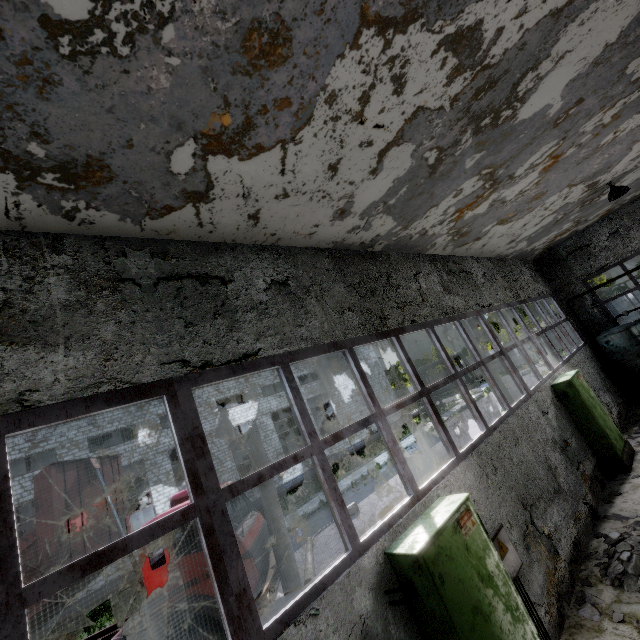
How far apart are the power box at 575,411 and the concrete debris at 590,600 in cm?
429

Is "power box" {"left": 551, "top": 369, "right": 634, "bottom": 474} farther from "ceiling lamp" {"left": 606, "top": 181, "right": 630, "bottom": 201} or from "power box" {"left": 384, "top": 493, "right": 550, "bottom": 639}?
"power box" {"left": 384, "top": 493, "right": 550, "bottom": 639}

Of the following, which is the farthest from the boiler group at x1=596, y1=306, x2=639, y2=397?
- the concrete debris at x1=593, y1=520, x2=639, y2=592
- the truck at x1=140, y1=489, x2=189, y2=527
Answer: the truck at x1=140, y1=489, x2=189, y2=527

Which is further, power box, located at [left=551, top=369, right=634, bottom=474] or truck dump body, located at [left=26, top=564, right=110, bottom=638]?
power box, located at [left=551, top=369, right=634, bottom=474]

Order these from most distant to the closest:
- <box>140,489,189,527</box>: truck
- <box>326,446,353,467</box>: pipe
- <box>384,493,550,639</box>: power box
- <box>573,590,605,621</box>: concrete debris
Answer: <box>326,446,353,467</box>: pipe → <box>140,489,189,527</box>: truck → <box>573,590,605,621</box>: concrete debris → <box>384,493,550,639</box>: power box

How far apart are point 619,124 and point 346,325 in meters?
6.8 m

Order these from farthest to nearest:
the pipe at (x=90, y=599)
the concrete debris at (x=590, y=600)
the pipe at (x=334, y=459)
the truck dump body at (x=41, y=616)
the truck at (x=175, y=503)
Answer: the pipe at (x=334, y=459)
the pipe at (x=90, y=599)
the truck at (x=175, y=503)
the truck dump body at (x=41, y=616)
the concrete debris at (x=590, y=600)

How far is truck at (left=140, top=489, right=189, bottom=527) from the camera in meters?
7.5
